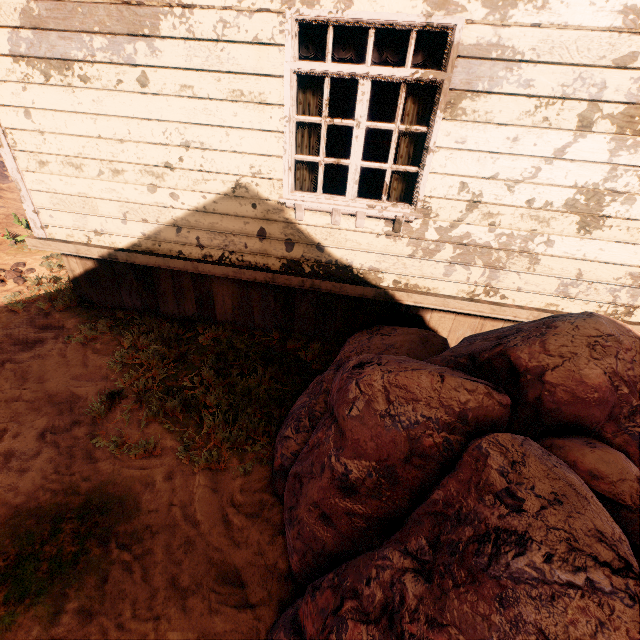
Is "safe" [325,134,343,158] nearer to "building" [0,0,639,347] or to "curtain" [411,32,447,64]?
"building" [0,0,639,347]

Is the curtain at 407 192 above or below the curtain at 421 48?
below

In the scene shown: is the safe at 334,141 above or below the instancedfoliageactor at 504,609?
above

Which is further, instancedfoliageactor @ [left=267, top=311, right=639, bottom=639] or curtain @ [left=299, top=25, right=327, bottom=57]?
curtain @ [left=299, top=25, right=327, bottom=57]

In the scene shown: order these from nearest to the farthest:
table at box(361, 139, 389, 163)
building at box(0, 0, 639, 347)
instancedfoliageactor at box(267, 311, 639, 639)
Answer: instancedfoliageactor at box(267, 311, 639, 639), building at box(0, 0, 639, 347), table at box(361, 139, 389, 163)

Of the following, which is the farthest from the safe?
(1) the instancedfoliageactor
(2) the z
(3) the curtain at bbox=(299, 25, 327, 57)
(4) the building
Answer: (1) the instancedfoliageactor

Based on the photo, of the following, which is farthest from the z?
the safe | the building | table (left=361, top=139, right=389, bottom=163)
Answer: the safe

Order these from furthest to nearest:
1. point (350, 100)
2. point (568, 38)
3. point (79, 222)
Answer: point (350, 100), point (79, 222), point (568, 38)
